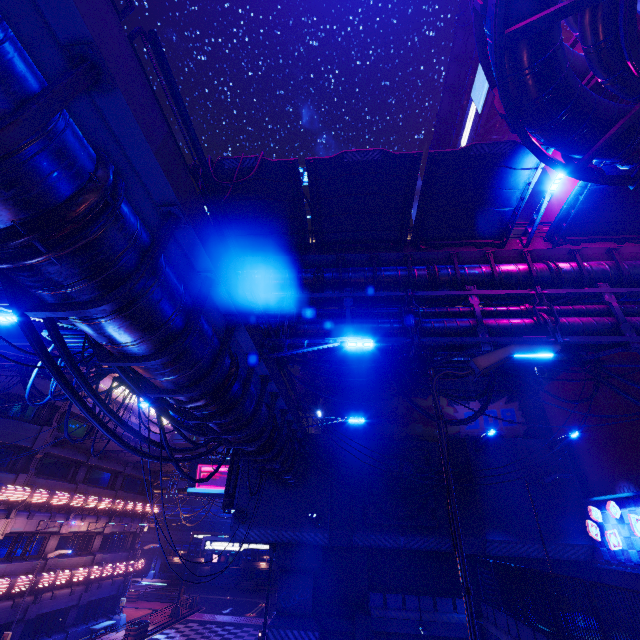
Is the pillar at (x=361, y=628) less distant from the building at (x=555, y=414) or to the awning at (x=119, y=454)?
the building at (x=555, y=414)

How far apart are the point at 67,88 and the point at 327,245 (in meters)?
11.92

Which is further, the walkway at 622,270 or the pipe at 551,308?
the walkway at 622,270

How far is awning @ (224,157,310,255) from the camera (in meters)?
11.96

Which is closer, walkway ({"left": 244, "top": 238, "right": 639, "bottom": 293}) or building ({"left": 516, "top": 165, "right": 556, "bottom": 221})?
walkway ({"left": 244, "top": 238, "right": 639, "bottom": 293})

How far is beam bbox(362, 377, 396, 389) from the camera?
25.2m

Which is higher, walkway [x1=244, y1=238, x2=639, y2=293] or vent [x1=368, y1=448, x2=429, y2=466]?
walkway [x1=244, y1=238, x2=639, y2=293]

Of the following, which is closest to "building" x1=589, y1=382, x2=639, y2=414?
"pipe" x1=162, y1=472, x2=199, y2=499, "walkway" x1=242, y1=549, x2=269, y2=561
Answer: "pipe" x1=162, y1=472, x2=199, y2=499
